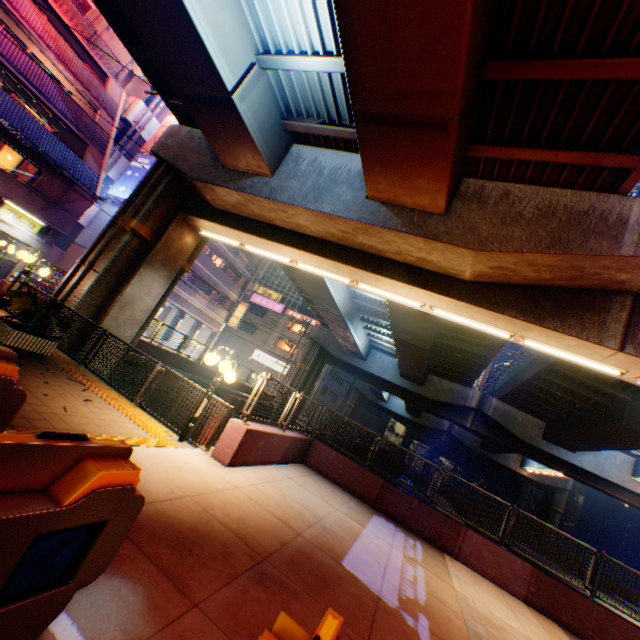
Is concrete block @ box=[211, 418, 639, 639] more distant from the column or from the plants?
the column

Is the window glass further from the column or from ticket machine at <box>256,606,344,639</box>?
ticket machine at <box>256,606,344,639</box>

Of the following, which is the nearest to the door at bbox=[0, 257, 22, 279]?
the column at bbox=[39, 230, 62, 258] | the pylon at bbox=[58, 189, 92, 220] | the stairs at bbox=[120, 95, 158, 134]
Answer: the column at bbox=[39, 230, 62, 258]

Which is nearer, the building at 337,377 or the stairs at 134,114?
the stairs at 134,114

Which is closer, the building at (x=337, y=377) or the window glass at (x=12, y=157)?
the window glass at (x=12, y=157)

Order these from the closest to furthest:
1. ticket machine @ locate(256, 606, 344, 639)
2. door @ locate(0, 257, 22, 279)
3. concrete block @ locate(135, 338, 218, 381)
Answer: ticket machine @ locate(256, 606, 344, 639), concrete block @ locate(135, 338, 218, 381), door @ locate(0, 257, 22, 279)

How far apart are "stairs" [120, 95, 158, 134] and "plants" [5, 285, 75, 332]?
25.31m

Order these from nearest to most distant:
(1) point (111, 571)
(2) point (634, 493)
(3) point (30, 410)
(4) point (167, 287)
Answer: (1) point (111, 571) < (3) point (30, 410) < (4) point (167, 287) < (2) point (634, 493)
